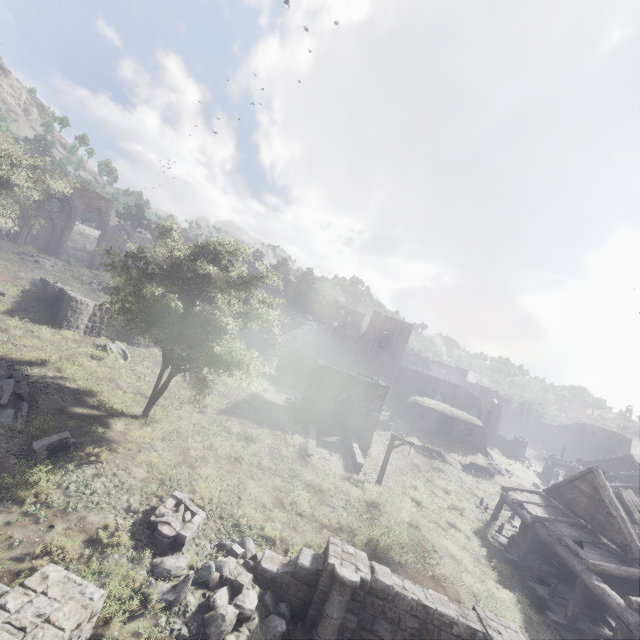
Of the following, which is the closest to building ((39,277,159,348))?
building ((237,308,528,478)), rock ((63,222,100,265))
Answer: building ((237,308,528,478))

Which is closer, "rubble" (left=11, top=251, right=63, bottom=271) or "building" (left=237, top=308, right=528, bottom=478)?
"building" (left=237, top=308, right=528, bottom=478)

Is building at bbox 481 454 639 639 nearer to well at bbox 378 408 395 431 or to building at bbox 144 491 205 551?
well at bbox 378 408 395 431

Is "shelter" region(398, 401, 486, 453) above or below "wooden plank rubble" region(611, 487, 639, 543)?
below

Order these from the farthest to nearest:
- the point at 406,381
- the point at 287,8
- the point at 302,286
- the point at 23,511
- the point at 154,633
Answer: the point at 302,286
the point at 287,8
the point at 406,381
the point at 23,511
the point at 154,633

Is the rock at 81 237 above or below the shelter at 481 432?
above

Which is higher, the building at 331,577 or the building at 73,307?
the building at 73,307

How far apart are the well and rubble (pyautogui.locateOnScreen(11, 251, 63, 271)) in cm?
3653
